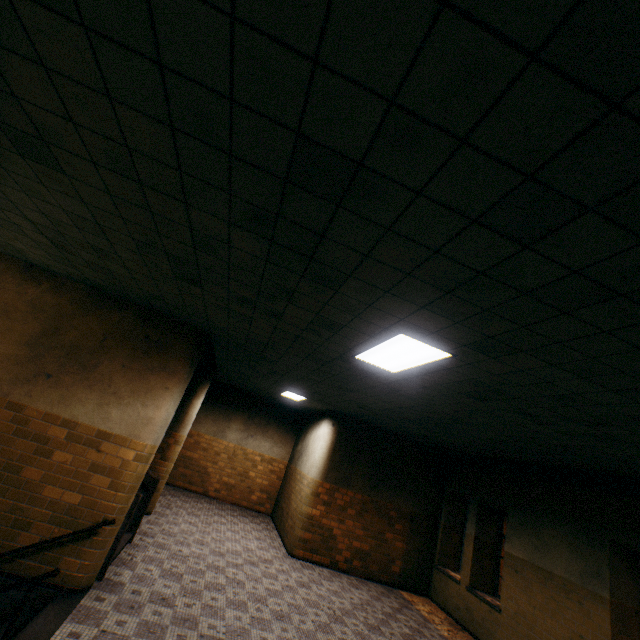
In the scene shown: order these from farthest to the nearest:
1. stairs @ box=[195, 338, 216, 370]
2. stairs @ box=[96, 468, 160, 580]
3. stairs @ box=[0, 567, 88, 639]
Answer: stairs @ box=[195, 338, 216, 370]
stairs @ box=[96, 468, 160, 580]
stairs @ box=[0, 567, 88, 639]

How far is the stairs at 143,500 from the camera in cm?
491

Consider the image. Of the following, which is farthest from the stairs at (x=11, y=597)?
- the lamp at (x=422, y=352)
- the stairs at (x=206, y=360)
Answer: the lamp at (x=422, y=352)

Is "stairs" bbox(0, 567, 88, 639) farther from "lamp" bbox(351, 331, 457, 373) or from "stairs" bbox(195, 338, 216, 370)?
"lamp" bbox(351, 331, 457, 373)

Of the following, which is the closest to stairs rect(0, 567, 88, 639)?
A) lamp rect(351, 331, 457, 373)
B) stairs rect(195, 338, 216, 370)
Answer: stairs rect(195, 338, 216, 370)

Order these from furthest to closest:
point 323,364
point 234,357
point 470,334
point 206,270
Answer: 1. point 234,357
2. point 323,364
3. point 206,270
4. point 470,334
